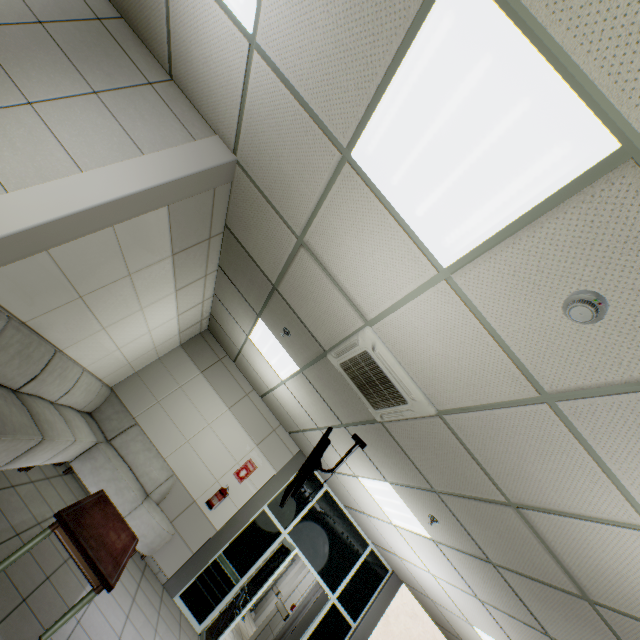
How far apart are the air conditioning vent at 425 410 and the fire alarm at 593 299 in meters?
1.5

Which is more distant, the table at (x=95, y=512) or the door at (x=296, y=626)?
the door at (x=296, y=626)

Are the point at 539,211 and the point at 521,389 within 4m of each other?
yes

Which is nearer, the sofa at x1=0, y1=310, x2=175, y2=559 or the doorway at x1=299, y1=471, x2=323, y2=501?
the sofa at x1=0, y1=310, x2=175, y2=559

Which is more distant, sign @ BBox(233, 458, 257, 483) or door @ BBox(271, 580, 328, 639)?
door @ BBox(271, 580, 328, 639)

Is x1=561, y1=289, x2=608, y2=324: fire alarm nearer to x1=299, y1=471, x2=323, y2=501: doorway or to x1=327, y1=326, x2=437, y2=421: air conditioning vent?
x1=327, y1=326, x2=437, y2=421: air conditioning vent

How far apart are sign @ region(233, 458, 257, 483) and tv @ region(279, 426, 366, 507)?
2.3 meters

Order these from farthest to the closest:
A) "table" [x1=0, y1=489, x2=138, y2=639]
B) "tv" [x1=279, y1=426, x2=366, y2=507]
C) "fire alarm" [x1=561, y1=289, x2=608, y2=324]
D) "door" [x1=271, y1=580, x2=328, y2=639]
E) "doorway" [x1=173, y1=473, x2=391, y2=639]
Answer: "door" [x1=271, y1=580, x2=328, y2=639]
"doorway" [x1=173, y1=473, x2=391, y2=639]
"tv" [x1=279, y1=426, x2=366, y2=507]
"table" [x1=0, y1=489, x2=138, y2=639]
"fire alarm" [x1=561, y1=289, x2=608, y2=324]
